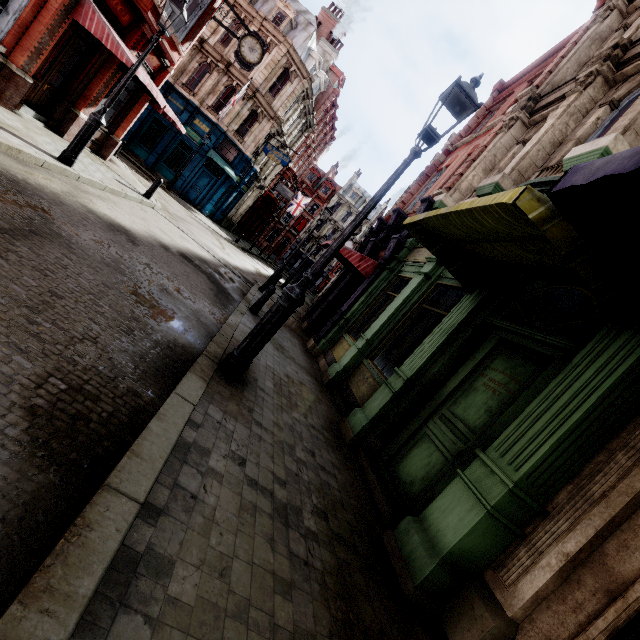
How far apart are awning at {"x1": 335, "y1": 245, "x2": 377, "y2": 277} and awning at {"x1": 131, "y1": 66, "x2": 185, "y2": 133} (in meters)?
7.02

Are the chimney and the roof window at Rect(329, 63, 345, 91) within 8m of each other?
yes

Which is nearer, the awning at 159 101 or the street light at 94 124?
the street light at 94 124

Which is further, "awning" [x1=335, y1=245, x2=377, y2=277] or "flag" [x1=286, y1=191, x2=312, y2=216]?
"flag" [x1=286, y1=191, x2=312, y2=216]

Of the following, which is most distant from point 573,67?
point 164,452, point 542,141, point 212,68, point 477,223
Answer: point 212,68

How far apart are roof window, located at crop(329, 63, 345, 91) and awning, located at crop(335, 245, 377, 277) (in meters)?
30.72

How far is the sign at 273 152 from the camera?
25.16m

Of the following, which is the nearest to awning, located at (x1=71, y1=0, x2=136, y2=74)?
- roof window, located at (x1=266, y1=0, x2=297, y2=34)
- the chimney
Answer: roof window, located at (x1=266, y1=0, x2=297, y2=34)
